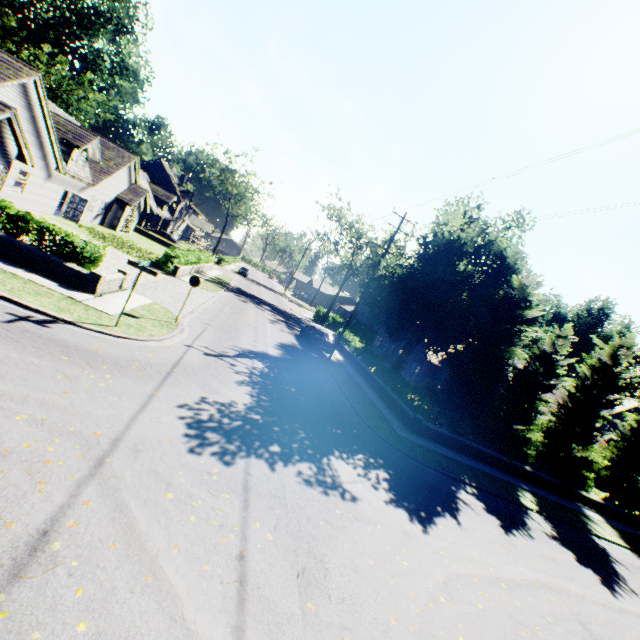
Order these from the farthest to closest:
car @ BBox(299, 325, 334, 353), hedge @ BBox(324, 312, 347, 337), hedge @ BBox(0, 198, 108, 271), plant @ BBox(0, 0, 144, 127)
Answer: plant @ BBox(0, 0, 144, 127) → hedge @ BBox(324, 312, 347, 337) → car @ BBox(299, 325, 334, 353) → hedge @ BBox(0, 198, 108, 271)

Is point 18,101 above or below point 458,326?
below

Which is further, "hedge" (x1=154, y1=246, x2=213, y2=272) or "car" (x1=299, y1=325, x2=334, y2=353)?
"hedge" (x1=154, y1=246, x2=213, y2=272)

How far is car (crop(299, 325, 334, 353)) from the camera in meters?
24.6

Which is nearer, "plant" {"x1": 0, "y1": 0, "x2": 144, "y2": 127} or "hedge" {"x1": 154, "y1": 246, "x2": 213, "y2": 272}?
"hedge" {"x1": 154, "y1": 246, "x2": 213, "y2": 272}

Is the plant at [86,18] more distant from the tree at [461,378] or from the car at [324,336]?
the car at [324,336]

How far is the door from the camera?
25.72m

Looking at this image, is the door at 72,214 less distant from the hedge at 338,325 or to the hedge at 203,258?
the hedge at 203,258
